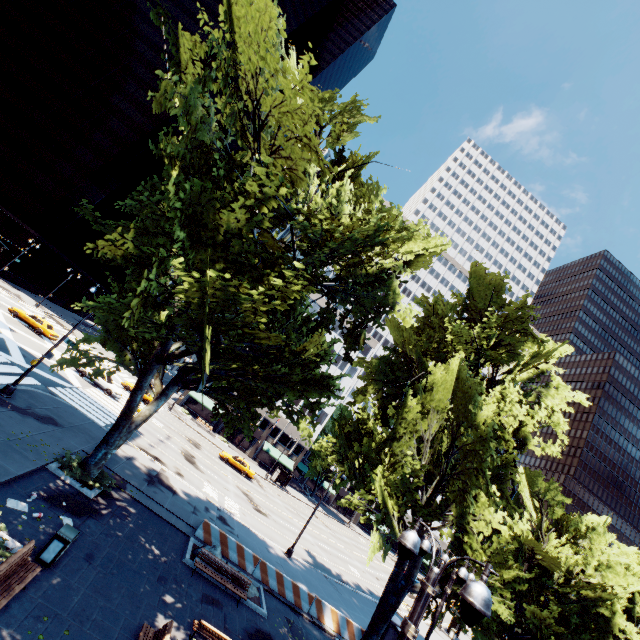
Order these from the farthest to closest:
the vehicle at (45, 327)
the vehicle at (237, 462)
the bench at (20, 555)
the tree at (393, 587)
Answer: the vehicle at (237, 462) → the vehicle at (45, 327) → the tree at (393, 587) → the bench at (20, 555)

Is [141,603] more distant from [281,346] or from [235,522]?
[235,522]

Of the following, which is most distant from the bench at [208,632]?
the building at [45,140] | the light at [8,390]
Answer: the building at [45,140]

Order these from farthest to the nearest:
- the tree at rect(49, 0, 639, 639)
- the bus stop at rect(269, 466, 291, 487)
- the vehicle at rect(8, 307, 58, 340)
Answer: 1. the bus stop at rect(269, 466, 291, 487)
2. the vehicle at rect(8, 307, 58, 340)
3. the tree at rect(49, 0, 639, 639)

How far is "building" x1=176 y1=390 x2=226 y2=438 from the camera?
55.4m

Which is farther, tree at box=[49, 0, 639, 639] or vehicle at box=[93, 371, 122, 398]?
vehicle at box=[93, 371, 122, 398]

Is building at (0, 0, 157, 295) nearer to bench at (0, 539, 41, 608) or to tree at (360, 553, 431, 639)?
tree at (360, 553, 431, 639)

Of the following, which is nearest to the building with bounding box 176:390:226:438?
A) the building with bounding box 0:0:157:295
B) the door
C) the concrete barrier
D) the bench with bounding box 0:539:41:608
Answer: the door
